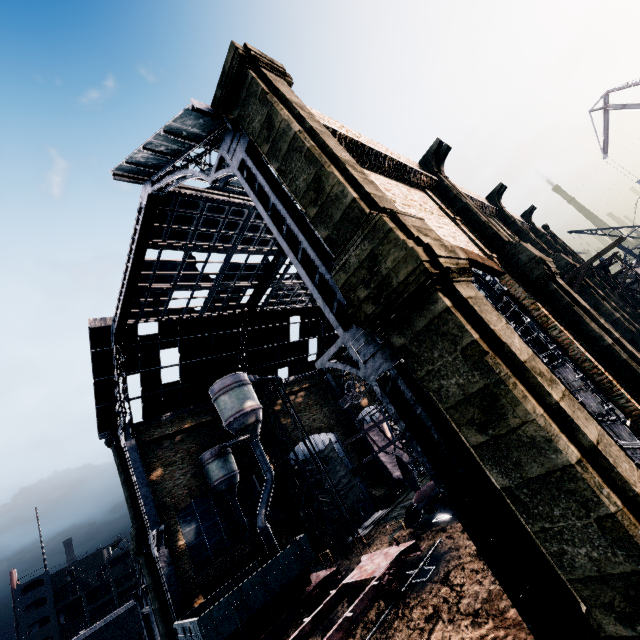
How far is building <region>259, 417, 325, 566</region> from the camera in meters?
29.7 m

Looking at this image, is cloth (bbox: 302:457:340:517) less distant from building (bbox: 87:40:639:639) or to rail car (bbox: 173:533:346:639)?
building (bbox: 87:40:639:639)

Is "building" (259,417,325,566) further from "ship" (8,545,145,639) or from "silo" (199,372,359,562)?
"ship" (8,545,145,639)

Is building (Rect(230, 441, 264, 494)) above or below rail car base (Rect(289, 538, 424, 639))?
above

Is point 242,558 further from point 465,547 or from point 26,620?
point 26,620

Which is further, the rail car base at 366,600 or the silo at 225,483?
the silo at 225,483

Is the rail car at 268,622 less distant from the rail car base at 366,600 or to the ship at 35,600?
the rail car base at 366,600

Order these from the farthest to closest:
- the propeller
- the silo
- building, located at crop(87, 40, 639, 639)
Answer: the silo
the propeller
building, located at crop(87, 40, 639, 639)
